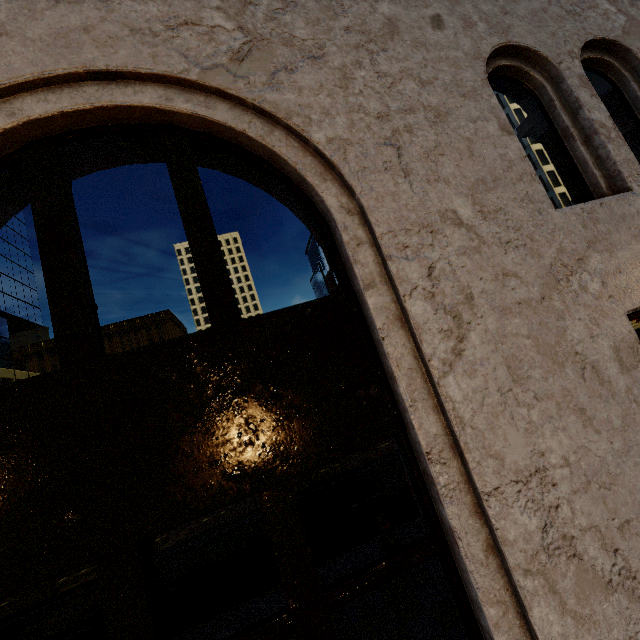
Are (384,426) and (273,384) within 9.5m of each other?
yes

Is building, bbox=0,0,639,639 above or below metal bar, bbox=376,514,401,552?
above

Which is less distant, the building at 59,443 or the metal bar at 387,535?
the building at 59,443

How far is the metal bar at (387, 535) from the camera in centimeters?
635cm

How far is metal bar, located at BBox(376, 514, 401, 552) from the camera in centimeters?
635cm

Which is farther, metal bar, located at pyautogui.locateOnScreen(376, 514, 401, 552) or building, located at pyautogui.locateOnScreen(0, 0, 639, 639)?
metal bar, located at pyautogui.locateOnScreen(376, 514, 401, 552)
